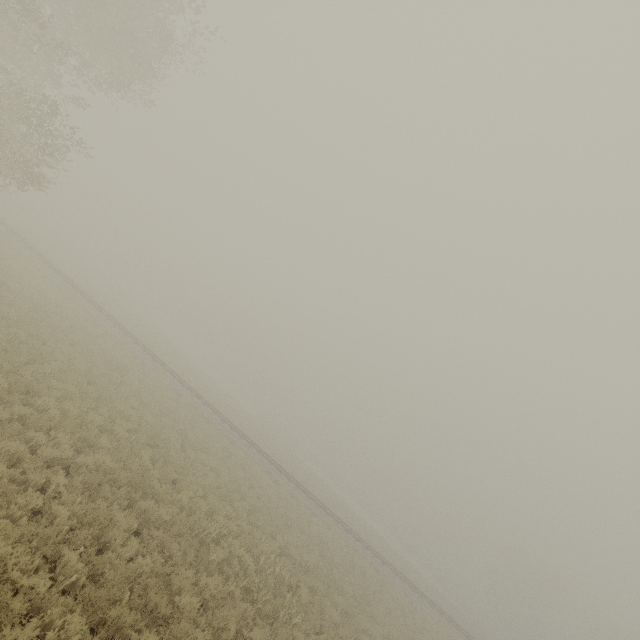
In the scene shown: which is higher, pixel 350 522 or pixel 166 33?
pixel 166 33
